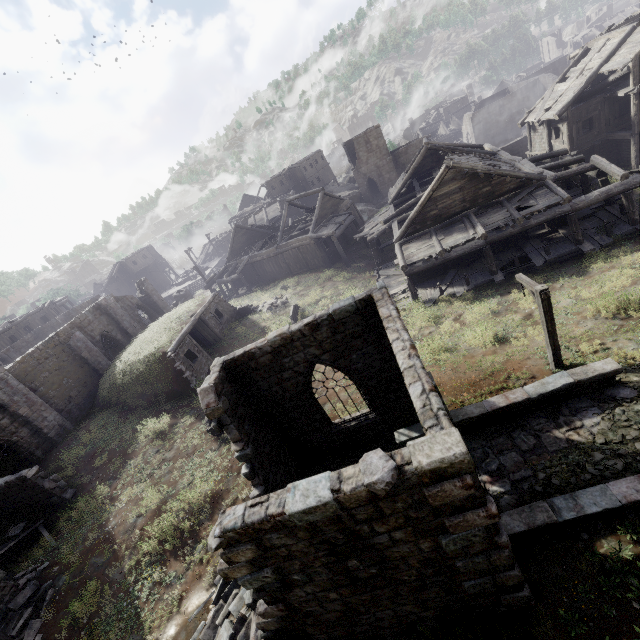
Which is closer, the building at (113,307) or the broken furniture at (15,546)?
the broken furniture at (15,546)

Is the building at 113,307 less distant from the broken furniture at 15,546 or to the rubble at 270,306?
the broken furniture at 15,546

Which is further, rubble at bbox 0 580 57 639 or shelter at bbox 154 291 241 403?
shelter at bbox 154 291 241 403

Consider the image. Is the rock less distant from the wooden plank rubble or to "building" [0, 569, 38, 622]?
"building" [0, 569, 38, 622]

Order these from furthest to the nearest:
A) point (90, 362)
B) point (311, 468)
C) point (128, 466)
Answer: point (90, 362) < point (128, 466) < point (311, 468)

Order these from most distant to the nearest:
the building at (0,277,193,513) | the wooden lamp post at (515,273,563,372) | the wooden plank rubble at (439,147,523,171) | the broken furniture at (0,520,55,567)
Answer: the wooden plank rubble at (439,147,523,171), the building at (0,277,193,513), the broken furniture at (0,520,55,567), the wooden lamp post at (515,273,563,372)

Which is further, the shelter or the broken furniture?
the shelter

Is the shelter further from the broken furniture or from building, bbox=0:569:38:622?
the broken furniture
